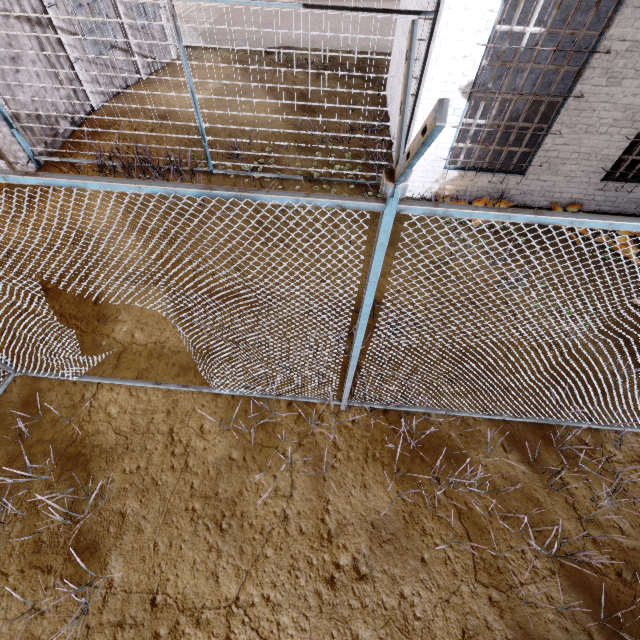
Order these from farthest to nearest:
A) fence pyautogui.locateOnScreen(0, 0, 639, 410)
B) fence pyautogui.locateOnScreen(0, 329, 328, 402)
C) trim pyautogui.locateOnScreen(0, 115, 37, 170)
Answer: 1. trim pyautogui.locateOnScreen(0, 115, 37, 170)
2. fence pyautogui.locateOnScreen(0, 329, 328, 402)
3. fence pyautogui.locateOnScreen(0, 0, 639, 410)

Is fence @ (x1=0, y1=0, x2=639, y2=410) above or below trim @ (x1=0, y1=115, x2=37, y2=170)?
above

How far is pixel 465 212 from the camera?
1.7 meters

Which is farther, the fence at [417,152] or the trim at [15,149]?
the trim at [15,149]

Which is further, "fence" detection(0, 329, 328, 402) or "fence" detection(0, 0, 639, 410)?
"fence" detection(0, 329, 328, 402)

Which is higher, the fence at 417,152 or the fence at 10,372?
the fence at 417,152

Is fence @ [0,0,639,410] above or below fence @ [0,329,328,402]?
above

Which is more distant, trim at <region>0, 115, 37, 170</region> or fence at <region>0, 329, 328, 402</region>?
trim at <region>0, 115, 37, 170</region>
